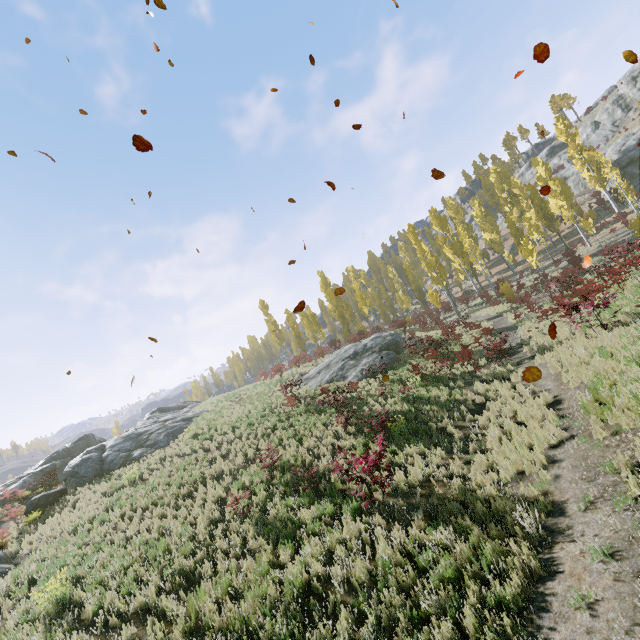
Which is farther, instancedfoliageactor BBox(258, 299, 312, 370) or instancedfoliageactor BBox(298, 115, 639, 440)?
instancedfoliageactor BBox(258, 299, 312, 370)

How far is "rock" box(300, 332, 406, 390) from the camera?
21.98m

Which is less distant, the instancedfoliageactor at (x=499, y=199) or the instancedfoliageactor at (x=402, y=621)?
the instancedfoliageactor at (x=402, y=621)

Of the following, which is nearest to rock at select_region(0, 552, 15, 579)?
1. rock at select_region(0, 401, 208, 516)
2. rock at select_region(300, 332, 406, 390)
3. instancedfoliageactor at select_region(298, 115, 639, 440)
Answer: rock at select_region(0, 401, 208, 516)

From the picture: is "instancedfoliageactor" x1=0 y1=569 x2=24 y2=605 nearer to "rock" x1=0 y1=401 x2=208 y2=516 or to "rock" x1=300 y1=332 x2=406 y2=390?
"rock" x1=300 y1=332 x2=406 y2=390

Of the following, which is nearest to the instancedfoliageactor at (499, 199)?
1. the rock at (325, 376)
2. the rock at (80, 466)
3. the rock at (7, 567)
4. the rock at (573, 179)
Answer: the rock at (325, 376)

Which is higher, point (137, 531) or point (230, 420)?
point (230, 420)

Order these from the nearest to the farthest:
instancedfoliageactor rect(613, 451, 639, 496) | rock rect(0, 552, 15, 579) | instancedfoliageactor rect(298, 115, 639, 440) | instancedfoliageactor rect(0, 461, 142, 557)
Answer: instancedfoliageactor rect(613, 451, 639, 496) → instancedfoliageactor rect(298, 115, 639, 440) → rock rect(0, 552, 15, 579) → instancedfoliageactor rect(0, 461, 142, 557)
